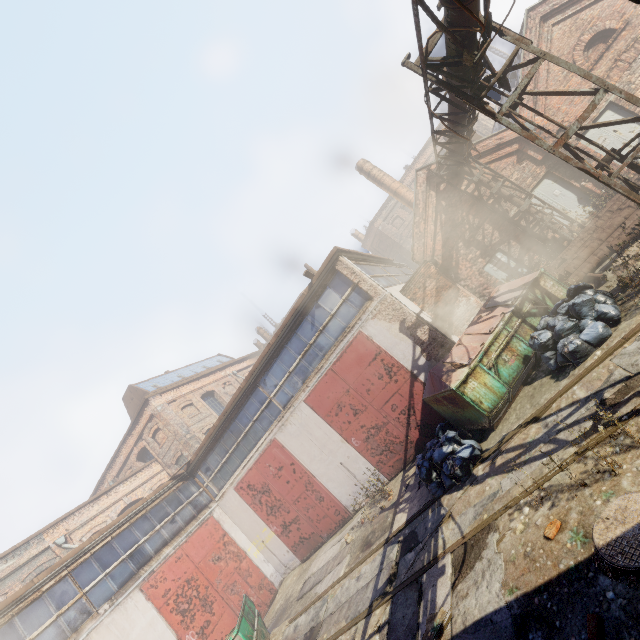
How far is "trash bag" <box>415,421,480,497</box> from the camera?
7.1m

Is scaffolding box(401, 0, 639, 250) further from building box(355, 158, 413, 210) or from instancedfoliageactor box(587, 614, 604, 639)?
building box(355, 158, 413, 210)

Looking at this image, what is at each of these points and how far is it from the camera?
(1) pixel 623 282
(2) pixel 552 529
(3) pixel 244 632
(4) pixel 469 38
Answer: (1) instancedfoliageactor, 7.4 meters
(2) instancedfoliageactor, 4.1 meters
(3) container, 8.6 meters
(4) pipe, 6.3 meters

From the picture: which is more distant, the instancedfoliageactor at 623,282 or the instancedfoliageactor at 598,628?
the instancedfoliageactor at 623,282

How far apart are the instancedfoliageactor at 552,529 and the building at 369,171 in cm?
1960

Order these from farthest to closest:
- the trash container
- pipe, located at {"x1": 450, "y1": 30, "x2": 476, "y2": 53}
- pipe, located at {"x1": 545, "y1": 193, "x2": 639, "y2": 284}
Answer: pipe, located at {"x1": 545, "y1": 193, "x2": 639, "y2": 284} → the trash container → pipe, located at {"x1": 450, "y1": 30, "x2": 476, "y2": 53}

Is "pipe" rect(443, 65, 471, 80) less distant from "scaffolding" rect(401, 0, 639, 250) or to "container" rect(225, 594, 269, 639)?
"scaffolding" rect(401, 0, 639, 250)

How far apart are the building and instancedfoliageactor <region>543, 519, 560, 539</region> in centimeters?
1960cm
